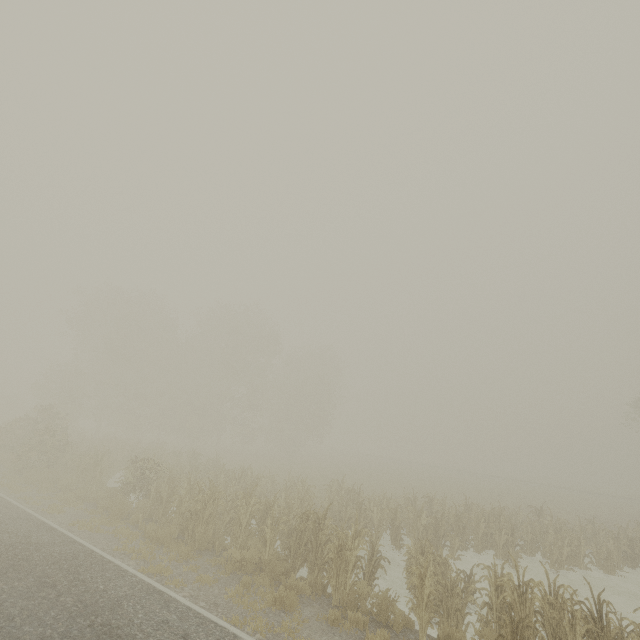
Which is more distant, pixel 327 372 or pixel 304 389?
pixel 327 372
